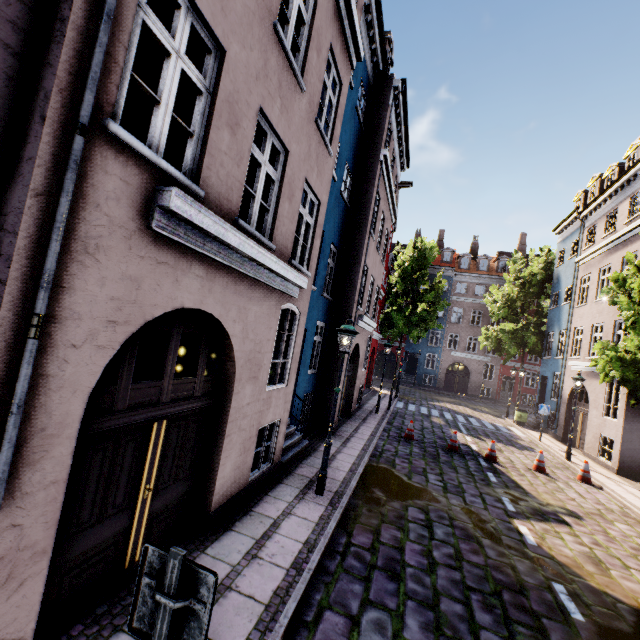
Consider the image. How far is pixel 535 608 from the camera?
4.8 meters

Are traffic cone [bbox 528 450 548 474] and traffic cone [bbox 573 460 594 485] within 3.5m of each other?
yes

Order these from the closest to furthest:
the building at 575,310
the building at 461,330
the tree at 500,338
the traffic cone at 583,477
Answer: the traffic cone at 583,477 < the building at 575,310 < the tree at 500,338 < the building at 461,330

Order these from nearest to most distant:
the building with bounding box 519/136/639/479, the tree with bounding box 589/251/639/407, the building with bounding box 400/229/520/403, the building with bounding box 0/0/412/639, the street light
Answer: the building with bounding box 0/0/412/639
the street light
the tree with bounding box 589/251/639/407
the building with bounding box 519/136/639/479
the building with bounding box 400/229/520/403

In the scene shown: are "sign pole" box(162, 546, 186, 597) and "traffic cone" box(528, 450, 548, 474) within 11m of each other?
no

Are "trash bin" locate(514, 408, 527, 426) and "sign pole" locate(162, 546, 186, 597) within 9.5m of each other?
no

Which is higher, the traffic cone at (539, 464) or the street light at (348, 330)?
the street light at (348, 330)

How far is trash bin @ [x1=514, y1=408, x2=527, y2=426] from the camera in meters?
20.6 m
